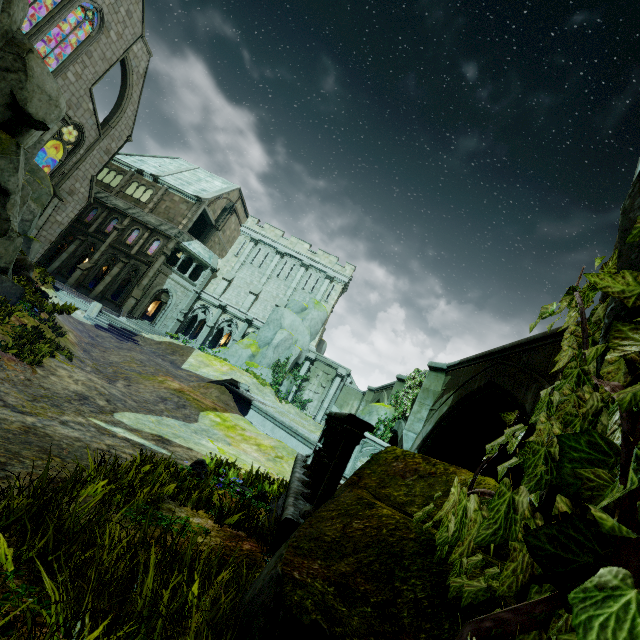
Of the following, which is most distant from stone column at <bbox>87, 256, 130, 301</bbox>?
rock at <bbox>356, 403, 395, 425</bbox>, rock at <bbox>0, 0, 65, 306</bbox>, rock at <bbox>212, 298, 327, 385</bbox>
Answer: rock at <bbox>356, 403, 395, 425</bbox>

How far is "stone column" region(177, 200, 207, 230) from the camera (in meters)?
34.01

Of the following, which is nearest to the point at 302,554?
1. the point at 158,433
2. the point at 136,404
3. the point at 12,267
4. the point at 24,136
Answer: the point at 158,433

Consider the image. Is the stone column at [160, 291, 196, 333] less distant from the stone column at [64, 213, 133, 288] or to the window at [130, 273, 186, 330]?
the window at [130, 273, 186, 330]

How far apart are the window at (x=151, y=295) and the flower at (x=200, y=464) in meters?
29.4

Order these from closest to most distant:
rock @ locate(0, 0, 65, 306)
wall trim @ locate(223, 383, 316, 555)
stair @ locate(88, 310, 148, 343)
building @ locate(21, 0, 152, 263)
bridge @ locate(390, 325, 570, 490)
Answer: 1. wall trim @ locate(223, 383, 316, 555)
2. bridge @ locate(390, 325, 570, 490)
3. rock @ locate(0, 0, 65, 306)
4. stair @ locate(88, 310, 148, 343)
5. building @ locate(21, 0, 152, 263)

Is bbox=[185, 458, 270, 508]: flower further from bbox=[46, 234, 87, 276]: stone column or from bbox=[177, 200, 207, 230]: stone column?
bbox=[46, 234, 87, 276]: stone column

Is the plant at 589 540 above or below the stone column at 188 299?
below
